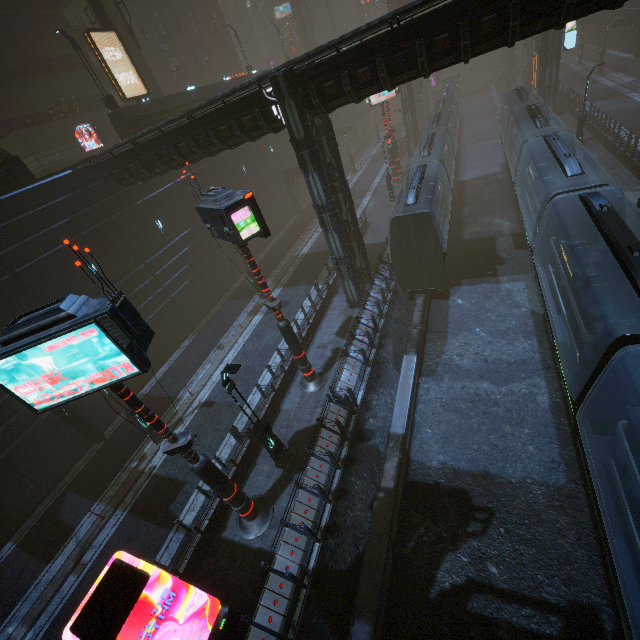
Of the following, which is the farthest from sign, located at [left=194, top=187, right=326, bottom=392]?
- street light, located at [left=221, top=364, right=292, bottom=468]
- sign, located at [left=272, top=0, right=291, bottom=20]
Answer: sign, located at [left=272, top=0, right=291, bottom=20]

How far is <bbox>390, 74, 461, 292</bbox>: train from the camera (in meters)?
16.64

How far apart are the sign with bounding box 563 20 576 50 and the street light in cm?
4204

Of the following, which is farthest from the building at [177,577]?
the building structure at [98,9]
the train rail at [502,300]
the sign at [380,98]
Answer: the building structure at [98,9]

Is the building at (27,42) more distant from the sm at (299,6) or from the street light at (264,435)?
the street light at (264,435)

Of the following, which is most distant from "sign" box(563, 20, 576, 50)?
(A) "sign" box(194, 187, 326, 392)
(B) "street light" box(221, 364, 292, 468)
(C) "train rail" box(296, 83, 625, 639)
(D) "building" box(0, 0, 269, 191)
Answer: (B) "street light" box(221, 364, 292, 468)

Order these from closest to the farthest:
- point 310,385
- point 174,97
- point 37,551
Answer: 1. point 37,551
2. point 310,385
3. point 174,97

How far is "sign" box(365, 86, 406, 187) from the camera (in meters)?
29.36
